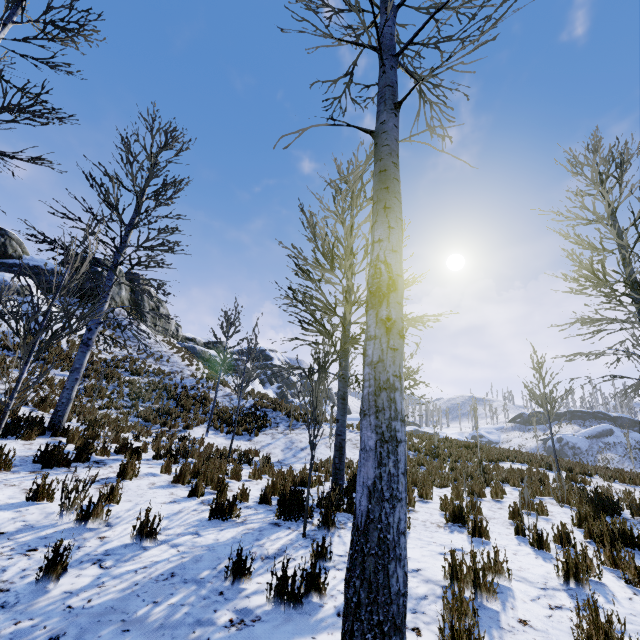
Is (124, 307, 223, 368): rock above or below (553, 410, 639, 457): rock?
above

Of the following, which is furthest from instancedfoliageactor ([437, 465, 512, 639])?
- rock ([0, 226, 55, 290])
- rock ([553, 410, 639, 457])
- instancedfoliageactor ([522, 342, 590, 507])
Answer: rock ([553, 410, 639, 457])

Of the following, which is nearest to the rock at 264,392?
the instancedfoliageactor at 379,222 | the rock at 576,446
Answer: the rock at 576,446

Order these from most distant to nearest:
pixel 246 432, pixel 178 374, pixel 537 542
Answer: pixel 178 374
pixel 246 432
pixel 537 542

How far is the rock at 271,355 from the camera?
54.88m

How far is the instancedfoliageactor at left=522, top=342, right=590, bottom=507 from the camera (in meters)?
7.65

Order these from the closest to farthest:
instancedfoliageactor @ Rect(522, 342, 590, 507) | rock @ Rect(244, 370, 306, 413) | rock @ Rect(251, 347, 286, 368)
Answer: instancedfoliageactor @ Rect(522, 342, 590, 507) < rock @ Rect(244, 370, 306, 413) < rock @ Rect(251, 347, 286, 368)

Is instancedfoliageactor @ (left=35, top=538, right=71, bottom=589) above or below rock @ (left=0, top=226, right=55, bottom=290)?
below
